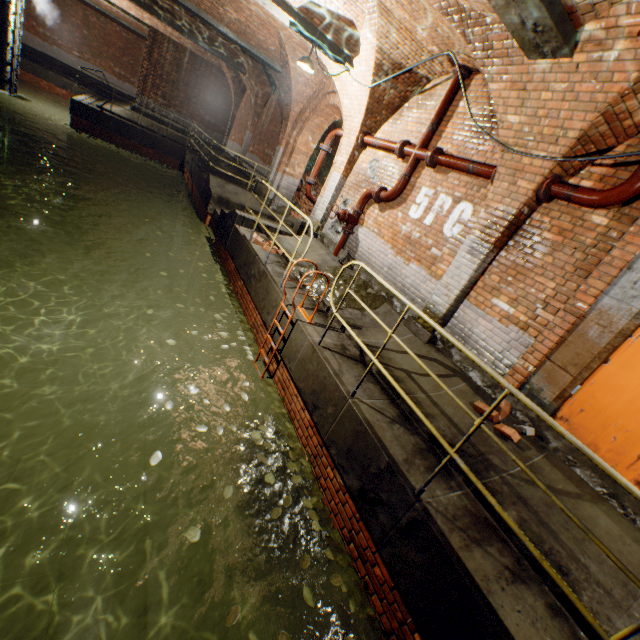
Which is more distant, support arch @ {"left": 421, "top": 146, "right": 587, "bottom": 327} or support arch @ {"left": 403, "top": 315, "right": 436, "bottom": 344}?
support arch @ {"left": 403, "top": 315, "right": 436, "bottom": 344}

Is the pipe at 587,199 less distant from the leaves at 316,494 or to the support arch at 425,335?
the support arch at 425,335

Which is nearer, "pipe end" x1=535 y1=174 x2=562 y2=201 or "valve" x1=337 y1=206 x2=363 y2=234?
"pipe end" x1=535 y1=174 x2=562 y2=201

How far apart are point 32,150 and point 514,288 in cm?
2950

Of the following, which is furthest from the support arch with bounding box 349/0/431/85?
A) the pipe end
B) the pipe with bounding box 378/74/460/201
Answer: the pipe end

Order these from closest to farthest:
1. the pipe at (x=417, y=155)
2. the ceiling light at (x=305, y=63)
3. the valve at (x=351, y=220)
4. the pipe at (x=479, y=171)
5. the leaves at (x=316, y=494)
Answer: the leaves at (x=316, y=494), the pipe at (x=479, y=171), the pipe at (x=417, y=155), the ceiling light at (x=305, y=63), the valve at (x=351, y=220)

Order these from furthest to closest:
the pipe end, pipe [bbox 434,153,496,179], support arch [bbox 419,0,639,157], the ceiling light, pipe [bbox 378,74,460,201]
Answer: the ceiling light, pipe [bbox 378,74,460,201], pipe [bbox 434,153,496,179], the pipe end, support arch [bbox 419,0,639,157]

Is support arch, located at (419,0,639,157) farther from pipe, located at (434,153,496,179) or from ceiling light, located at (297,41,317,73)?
ceiling light, located at (297,41,317,73)
